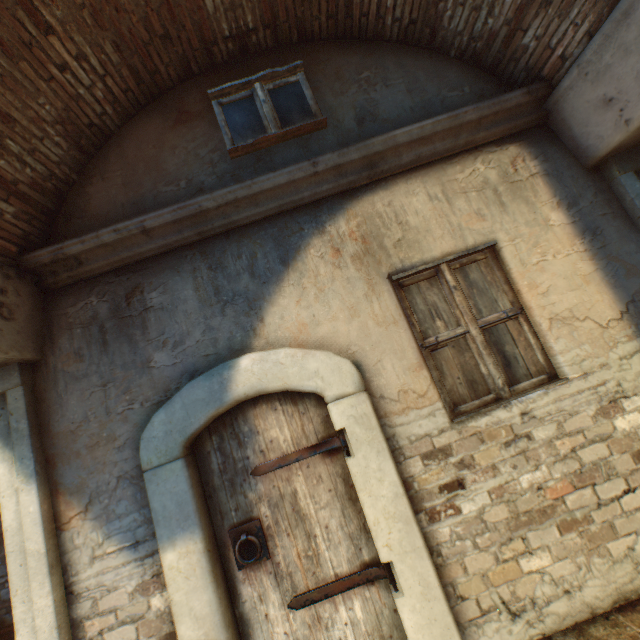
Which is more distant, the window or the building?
the window

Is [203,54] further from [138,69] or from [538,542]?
[538,542]

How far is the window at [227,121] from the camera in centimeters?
310cm

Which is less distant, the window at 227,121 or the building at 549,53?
the building at 549,53

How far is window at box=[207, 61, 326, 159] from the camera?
3.10m
